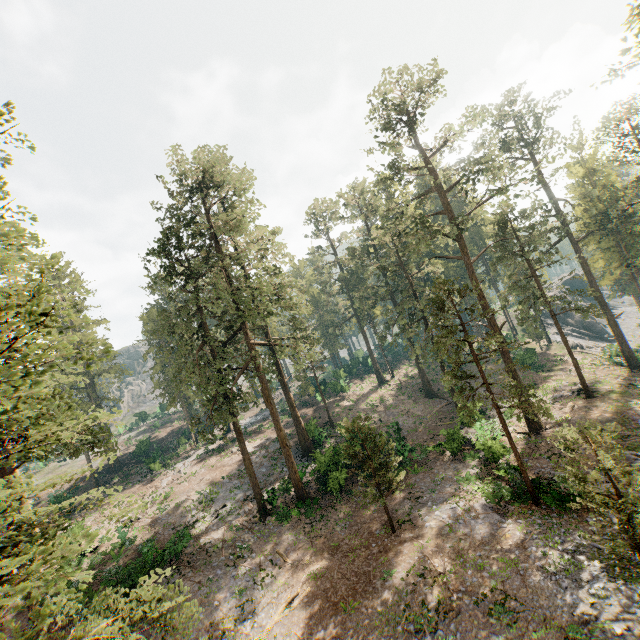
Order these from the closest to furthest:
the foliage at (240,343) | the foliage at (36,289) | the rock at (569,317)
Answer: the foliage at (36,289), the foliage at (240,343), the rock at (569,317)

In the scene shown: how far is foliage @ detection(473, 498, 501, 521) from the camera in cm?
1836

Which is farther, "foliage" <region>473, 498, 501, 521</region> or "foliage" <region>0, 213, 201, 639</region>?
"foliage" <region>473, 498, 501, 521</region>

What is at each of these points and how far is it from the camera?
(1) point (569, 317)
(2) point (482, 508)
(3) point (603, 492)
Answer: (1) rock, 58.4 meters
(2) foliage, 19.3 meters
(3) foliage, 12.1 meters

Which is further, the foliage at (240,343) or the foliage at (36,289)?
the foliage at (240,343)

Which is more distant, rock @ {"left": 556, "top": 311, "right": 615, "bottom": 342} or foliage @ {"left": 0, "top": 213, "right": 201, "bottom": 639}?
rock @ {"left": 556, "top": 311, "right": 615, "bottom": 342}

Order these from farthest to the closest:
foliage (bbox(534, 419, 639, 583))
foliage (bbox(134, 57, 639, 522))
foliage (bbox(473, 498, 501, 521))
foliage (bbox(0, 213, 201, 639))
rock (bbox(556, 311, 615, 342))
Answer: rock (bbox(556, 311, 615, 342)), foliage (bbox(134, 57, 639, 522)), foliage (bbox(473, 498, 501, 521)), foliage (bbox(534, 419, 639, 583)), foliage (bbox(0, 213, 201, 639))

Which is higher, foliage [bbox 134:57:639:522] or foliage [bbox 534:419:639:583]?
foliage [bbox 134:57:639:522]
